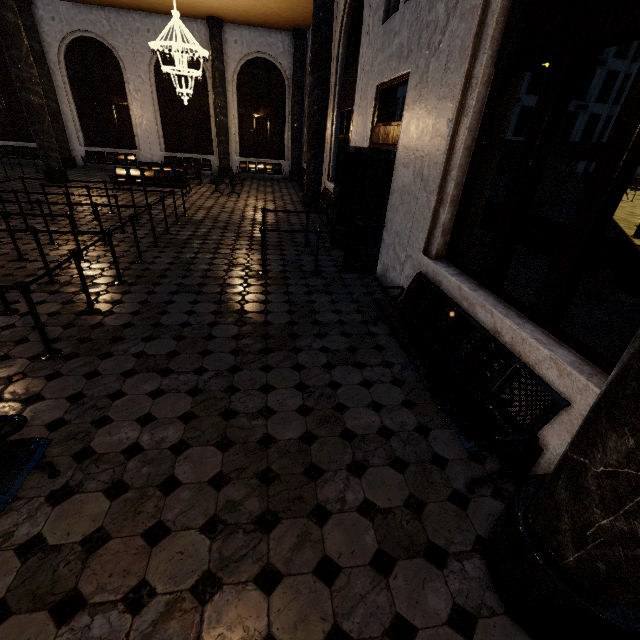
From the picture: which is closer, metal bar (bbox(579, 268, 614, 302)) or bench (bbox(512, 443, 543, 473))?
bench (bbox(512, 443, 543, 473))

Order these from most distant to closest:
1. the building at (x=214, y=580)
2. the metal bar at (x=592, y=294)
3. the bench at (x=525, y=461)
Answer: the metal bar at (x=592, y=294) < the bench at (x=525, y=461) < the building at (x=214, y=580)

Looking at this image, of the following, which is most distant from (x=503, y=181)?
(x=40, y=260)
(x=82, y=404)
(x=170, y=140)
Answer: (x=82, y=404)

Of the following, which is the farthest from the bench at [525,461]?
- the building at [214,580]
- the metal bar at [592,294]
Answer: the metal bar at [592,294]

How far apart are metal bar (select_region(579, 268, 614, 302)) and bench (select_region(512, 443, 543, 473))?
4.2 meters

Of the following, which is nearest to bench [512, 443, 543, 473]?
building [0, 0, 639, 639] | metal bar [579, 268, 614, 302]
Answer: building [0, 0, 639, 639]

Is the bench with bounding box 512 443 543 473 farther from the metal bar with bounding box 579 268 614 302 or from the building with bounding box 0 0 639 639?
the metal bar with bounding box 579 268 614 302
